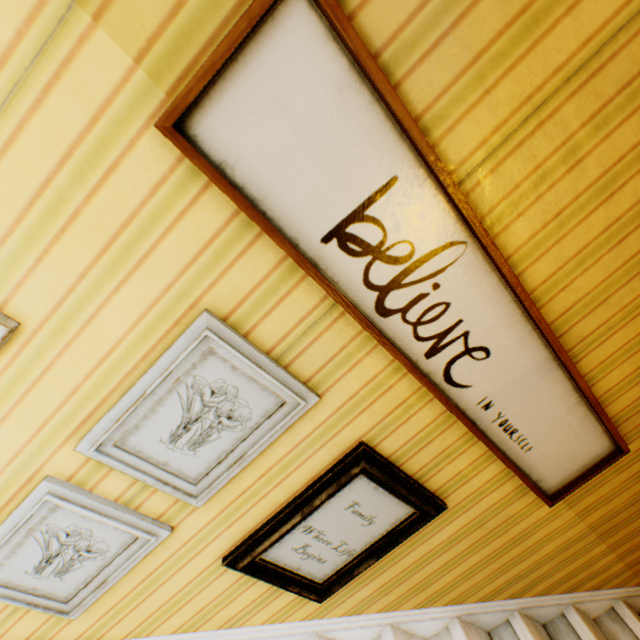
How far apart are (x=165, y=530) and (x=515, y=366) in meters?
1.4

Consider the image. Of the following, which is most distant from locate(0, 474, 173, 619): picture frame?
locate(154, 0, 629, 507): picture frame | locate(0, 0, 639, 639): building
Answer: locate(154, 0, 629, 507): picture frame

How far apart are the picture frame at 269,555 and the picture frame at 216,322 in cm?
25

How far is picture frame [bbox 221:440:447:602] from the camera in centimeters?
118cm

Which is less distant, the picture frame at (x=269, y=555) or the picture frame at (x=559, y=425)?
the picture frame at (x=559, y=425)

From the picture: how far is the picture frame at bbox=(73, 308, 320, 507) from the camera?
0.9m

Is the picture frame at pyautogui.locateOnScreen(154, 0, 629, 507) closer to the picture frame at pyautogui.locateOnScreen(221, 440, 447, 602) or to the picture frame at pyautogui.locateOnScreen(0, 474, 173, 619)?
the picture frame at pyautogui.locateOnScreen(221, 440, 447, 602)

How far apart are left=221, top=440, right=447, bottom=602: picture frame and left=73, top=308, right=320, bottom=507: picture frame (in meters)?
0.25
